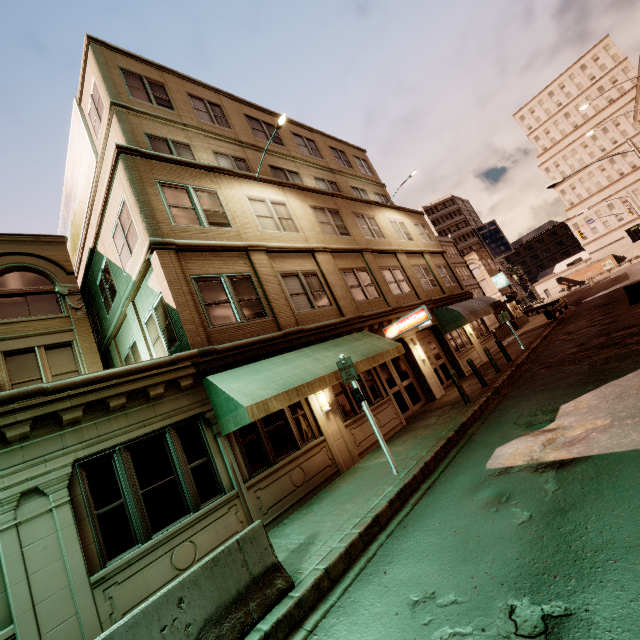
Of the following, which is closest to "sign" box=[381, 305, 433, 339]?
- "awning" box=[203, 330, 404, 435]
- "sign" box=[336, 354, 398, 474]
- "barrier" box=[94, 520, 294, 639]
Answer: "awning" box=[203, 330, 404, 435]

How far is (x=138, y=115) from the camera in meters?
12.5 m

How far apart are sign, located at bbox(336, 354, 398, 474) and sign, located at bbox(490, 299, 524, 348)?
13.8m

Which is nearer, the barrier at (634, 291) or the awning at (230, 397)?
the awning at (230, 397)

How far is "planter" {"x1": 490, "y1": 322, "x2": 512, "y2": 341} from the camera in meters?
→ 27.0

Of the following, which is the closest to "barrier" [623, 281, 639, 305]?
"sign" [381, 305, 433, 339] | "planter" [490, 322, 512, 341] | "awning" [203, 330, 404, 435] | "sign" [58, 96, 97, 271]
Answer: "planter" [490, 322, 512, 341]

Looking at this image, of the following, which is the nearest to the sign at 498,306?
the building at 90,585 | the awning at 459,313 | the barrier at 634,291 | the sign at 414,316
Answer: the awning at 459,313

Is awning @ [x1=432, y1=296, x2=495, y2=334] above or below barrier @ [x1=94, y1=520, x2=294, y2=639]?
above
